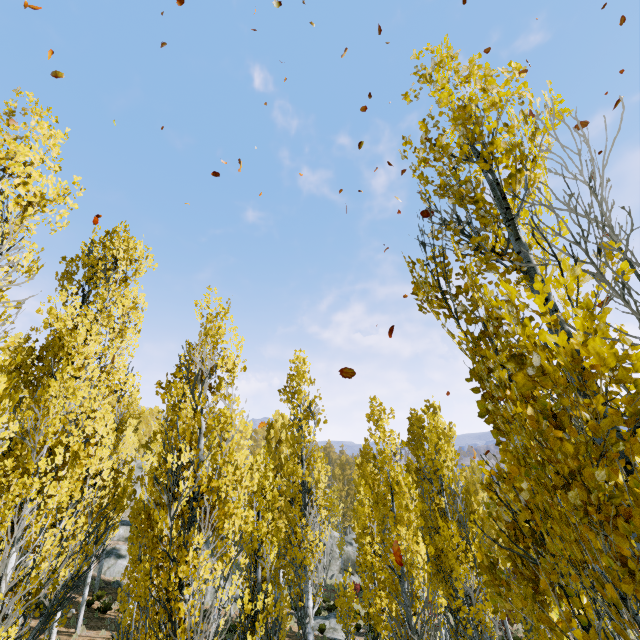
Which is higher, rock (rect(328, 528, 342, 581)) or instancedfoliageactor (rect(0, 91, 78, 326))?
instancedfoliageactor (rect(0, 91, 78, 326))

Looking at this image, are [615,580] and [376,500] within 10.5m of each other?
yes

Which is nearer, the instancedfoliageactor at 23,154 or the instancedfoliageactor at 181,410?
the instancedfoliageactor at 181,410

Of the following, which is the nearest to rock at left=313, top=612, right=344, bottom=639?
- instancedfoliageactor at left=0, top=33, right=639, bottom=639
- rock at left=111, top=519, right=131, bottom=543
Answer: instancedfoliageactor at left=0, top=33, right=639, bottom=639

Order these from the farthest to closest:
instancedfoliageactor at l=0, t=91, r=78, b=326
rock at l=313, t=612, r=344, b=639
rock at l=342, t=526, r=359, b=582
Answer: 1. rock at l=342, t=526, r=359, b=582
2. rock at l=313, t=612, r=344, b=639
3. instancedfoliageactor at l=0, t=91, r=78, b=326

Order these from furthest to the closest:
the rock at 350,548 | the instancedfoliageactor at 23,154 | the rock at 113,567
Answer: the rock at 350,548, the rock at 113,567, the instancedfoliageactor at 23,154

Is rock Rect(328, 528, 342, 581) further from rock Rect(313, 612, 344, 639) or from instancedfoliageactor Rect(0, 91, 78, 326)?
rock Rect(313, 612, 344, 639)

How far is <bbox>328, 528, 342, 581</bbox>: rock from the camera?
34.52m
